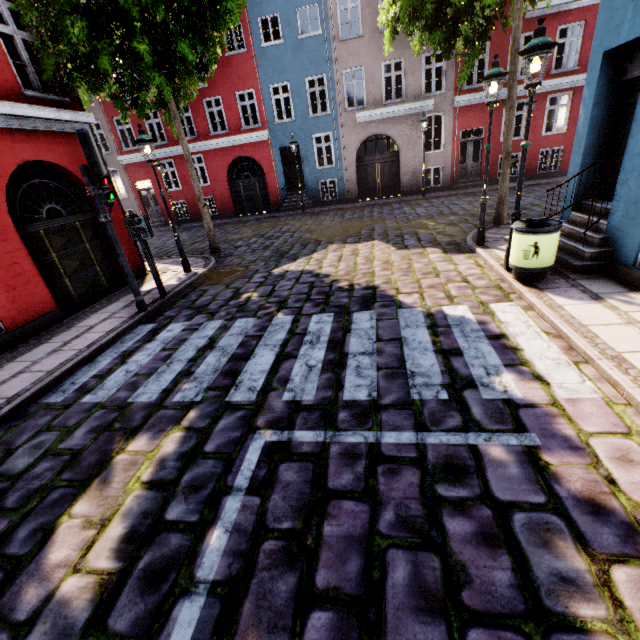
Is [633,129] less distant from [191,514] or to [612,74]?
[612,74]

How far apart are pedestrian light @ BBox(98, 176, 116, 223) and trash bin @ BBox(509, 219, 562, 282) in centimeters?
760cm

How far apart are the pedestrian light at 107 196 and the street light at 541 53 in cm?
747

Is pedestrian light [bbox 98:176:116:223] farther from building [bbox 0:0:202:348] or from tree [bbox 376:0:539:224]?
tree [bbox 376:0:539:224]

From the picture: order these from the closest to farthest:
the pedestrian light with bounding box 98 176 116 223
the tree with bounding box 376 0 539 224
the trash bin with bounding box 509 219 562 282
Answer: the trash bin with bounding box 509 219 562 282 < the pedestrian light with bounding box 98 176 116 223 < the tree with bounding box 376 0 539 224

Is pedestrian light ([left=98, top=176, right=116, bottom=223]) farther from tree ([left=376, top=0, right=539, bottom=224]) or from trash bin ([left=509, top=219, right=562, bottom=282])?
tree ([left=376, top=0, right=539, bottom=224])

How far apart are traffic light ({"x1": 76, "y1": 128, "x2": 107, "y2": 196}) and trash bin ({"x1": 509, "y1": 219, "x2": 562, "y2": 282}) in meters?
7.5

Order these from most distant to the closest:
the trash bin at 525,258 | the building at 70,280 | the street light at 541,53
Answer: the building at 70,280 < the trash bin at 525,258 < the street light at 541,53
